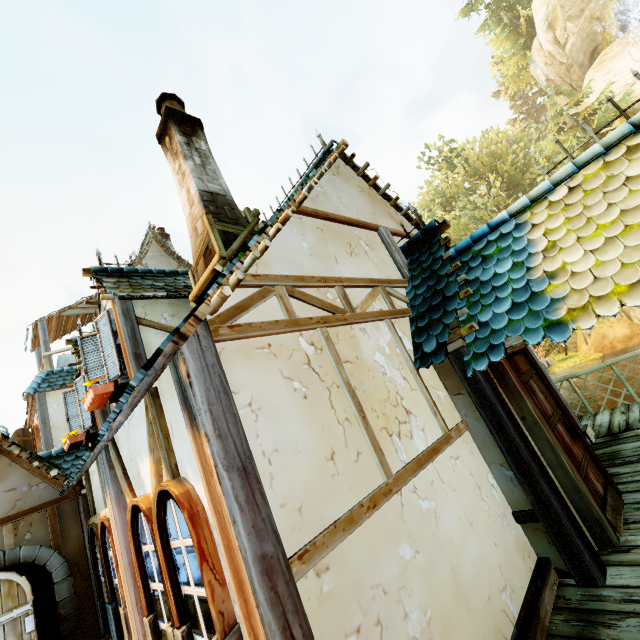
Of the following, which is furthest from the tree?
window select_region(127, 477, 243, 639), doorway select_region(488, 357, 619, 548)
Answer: window select_region(127, 477, 243, 639)

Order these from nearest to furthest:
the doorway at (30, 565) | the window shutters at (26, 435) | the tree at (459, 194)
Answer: the doorway at (30, 565) → the window shutters at (26, 435) → the tree at (459, 194)

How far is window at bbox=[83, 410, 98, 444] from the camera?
6.5m

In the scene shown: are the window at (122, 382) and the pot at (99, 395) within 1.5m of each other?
yes

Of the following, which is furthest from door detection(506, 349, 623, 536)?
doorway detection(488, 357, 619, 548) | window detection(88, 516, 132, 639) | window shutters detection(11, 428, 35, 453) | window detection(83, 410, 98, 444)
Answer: window shutters detection(11, 428, 35, 453)

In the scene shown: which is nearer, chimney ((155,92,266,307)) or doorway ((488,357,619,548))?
doorway ((488,357,619,548))

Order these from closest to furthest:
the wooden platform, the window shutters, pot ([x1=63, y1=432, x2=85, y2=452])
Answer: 1. the wooden platform
2. pot ([x1=63, y1=432, x2=85, y2=452])
3. the window shutters

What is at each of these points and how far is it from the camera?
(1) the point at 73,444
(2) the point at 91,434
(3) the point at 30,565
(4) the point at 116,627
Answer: (1) pot, 6.43m
(2) window, 6.57m
(3) doorway, 4.59m
(4) window, 3.91m
